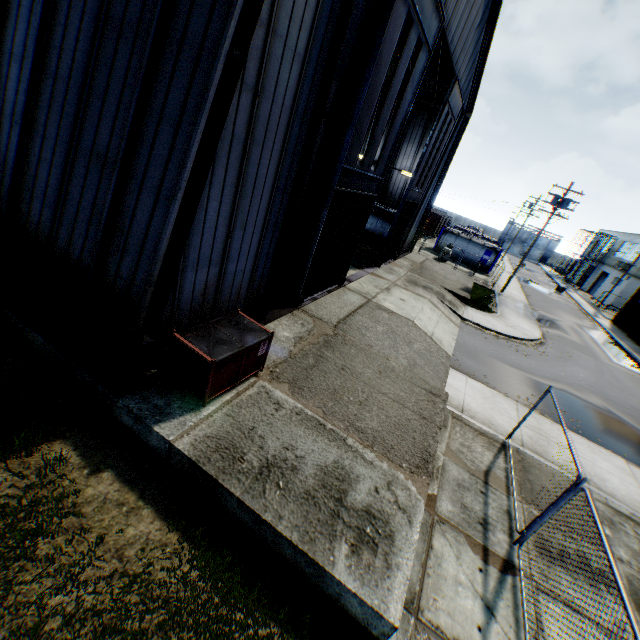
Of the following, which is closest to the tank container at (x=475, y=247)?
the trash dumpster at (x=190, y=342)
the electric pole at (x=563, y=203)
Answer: the electric pole at (x=563, y=203)

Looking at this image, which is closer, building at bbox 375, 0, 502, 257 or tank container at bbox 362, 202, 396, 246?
building at bbox 375, 0, 502, 257

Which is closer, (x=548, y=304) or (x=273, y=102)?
(x=273, y=102)

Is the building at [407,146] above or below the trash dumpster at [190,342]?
above

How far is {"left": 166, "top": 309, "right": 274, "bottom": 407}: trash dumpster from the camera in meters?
6.4 m

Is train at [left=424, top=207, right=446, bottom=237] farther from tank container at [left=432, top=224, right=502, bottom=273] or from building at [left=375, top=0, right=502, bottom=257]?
building at [left=375, top=0, right=502, bottom=257]

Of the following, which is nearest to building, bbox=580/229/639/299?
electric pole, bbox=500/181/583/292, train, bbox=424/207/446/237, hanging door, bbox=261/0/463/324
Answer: electric pole, bbox=500/181/583/292
